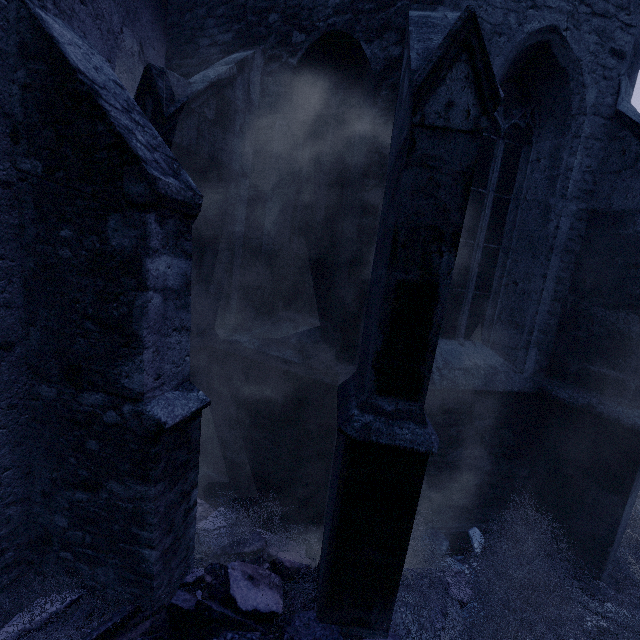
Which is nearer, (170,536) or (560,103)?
(170,536)

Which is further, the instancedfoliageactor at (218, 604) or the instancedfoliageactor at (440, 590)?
the instancedfoliageactor at (440, 590)

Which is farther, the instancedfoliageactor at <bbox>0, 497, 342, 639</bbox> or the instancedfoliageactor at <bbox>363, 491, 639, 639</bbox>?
the instancedfoliageactor at <bbox>363, 491, 639, 639</bbox>

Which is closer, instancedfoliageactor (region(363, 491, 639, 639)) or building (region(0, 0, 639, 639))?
building (region(0, 0, 639, 639))

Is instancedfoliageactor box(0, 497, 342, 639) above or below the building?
below

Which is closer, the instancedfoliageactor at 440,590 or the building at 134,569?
the building at 134,569
